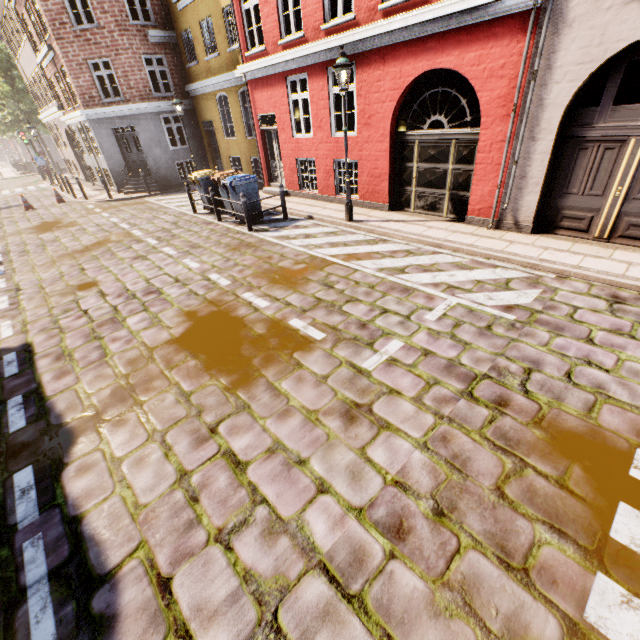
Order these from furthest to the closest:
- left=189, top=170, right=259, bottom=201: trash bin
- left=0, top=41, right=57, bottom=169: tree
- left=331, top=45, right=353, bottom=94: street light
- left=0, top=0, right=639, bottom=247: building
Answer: left=0, top=41, right=57, bottom=169: tree < left=189, top=170, right=259, bottom=201: trash bin < left=331, top=45, right=353, bottom=94: street light < left=0, top=0, right=639, bottom=247: building

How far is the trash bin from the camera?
9.8 meters

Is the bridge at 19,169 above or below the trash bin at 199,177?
below

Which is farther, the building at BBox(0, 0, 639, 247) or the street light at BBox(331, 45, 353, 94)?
the street light at BBox(331, 45, 353, 94)

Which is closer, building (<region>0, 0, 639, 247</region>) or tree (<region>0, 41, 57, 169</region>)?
building (<region>0, 0, 639, 247</region>)

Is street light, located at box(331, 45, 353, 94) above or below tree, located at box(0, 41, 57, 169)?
below

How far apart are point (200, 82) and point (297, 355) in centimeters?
1621cm

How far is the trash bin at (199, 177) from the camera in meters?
9.8
